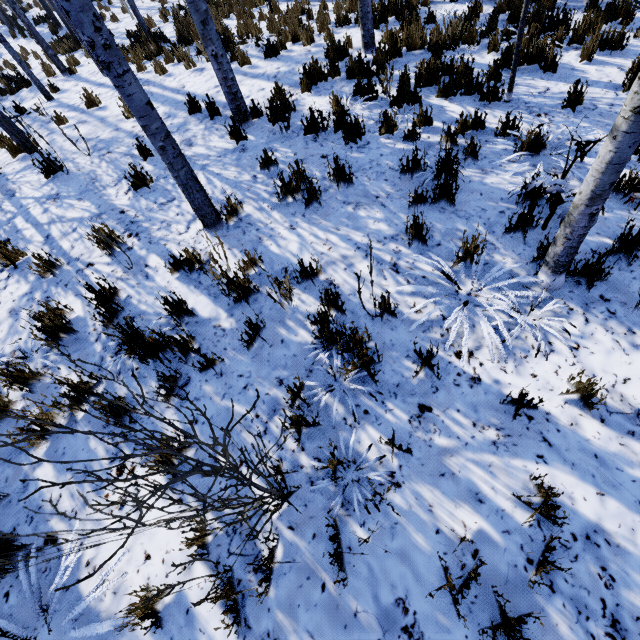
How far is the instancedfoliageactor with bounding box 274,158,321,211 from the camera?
4.00m

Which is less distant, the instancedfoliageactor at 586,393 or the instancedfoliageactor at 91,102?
the instancedfoliageactor at 586,393

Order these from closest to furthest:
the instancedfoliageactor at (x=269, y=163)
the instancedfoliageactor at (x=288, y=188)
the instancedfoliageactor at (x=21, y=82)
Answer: the instancedfoliageactor at (x=288, y=188) → the instancedfoliageactor at (x=269, y=163) → the instancedfoliageactor at (x=21, y=82)

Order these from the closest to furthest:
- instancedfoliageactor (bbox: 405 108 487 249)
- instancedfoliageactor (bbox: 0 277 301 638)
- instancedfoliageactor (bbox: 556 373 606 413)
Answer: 1. instancedfoliageactor (bbox: 0 277 301 638)
2. instancedfoliageactor (bbox: 556 373 606 413)
3. instancedfoliageactor (bbox: 405 108 487 249)

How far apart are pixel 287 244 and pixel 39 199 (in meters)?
4.34

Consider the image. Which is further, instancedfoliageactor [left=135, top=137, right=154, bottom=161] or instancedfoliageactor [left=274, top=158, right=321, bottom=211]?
instancedfoliageactor [left=135, top=137, right=154, bottom=161]
